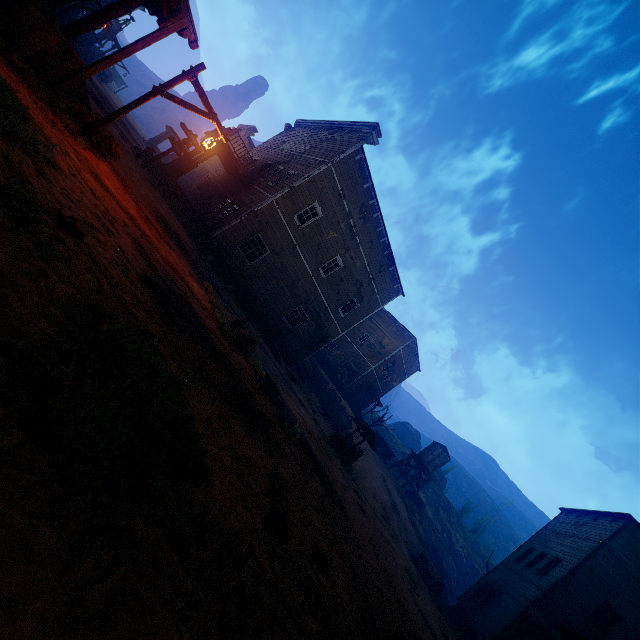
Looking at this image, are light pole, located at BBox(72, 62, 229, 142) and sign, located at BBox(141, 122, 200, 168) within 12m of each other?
yes

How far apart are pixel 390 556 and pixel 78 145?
15.0 meters

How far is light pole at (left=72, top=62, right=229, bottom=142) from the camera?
7.3m

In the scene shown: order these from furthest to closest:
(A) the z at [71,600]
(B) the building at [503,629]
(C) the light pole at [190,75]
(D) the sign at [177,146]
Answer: (D) the sign at [177,146] → (B) the building at [503,629] → (C) the light pole at [190,75] → (A) the z at [71,600]

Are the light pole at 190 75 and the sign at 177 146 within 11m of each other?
yes

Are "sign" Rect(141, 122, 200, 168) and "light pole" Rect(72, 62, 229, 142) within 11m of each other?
yes

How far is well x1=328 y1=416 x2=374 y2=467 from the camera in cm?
1695

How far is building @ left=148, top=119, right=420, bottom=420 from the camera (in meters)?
18.79
